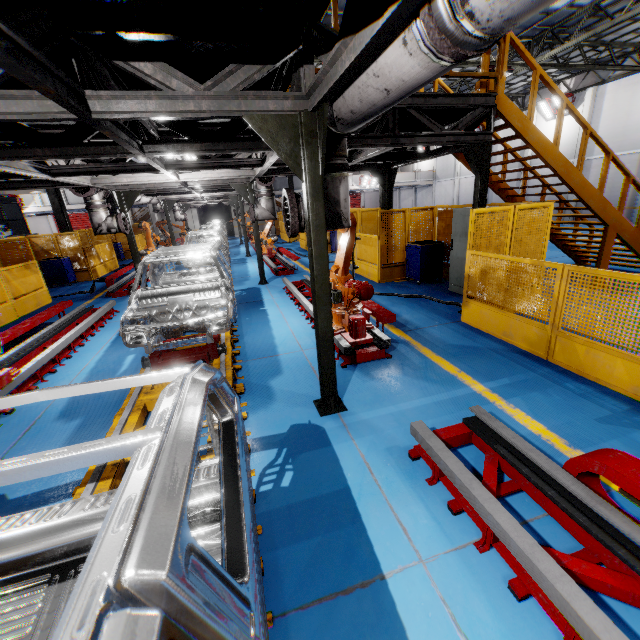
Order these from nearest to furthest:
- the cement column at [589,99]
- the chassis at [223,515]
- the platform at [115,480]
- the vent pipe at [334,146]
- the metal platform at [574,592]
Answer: the chassis at [223,515] → the metal platform at [574,592] → the platform at [115,480] → the vent pipe at [334,146] → the cement column at [589,99]

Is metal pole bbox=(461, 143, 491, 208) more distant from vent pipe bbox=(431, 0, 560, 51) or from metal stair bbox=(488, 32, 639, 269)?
vent pipe bbox=(431, 0, 560, 51)

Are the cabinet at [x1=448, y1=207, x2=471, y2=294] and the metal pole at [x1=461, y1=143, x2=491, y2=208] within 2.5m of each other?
yes

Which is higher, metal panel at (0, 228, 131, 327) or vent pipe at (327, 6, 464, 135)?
vent pipe at (327, 6, 464, 135)

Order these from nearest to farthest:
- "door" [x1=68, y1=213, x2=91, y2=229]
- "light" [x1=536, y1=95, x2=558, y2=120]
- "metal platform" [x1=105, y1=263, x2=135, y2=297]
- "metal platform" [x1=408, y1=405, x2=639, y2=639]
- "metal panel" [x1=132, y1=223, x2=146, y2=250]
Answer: "metal platform" [x1=408, y1=405, x2=639, y2=639]
"metal platform" [x1=105, y1=263, x2=135, y2=297]
"light" [x1=536, y1=95, x2=558, y2=120]
"metal panel" [x1=132, y1=223, x2=146, y2=250]
"door" [x1=68, y1=213, x2=91, y2=229]

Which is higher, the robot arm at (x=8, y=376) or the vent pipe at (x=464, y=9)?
the vent pipe at (x=464, y=9)

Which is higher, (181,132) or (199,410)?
(181,132)

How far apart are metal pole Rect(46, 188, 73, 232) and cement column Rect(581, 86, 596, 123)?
29.65m
